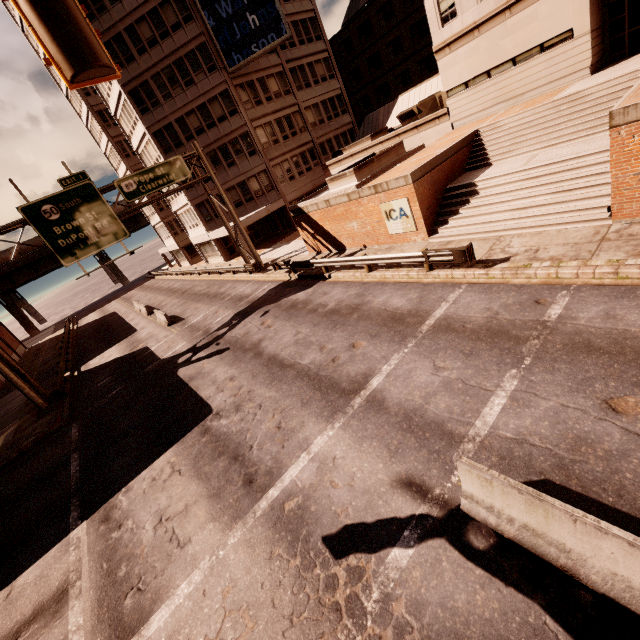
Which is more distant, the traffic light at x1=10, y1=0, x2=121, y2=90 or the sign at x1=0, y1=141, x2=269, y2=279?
the sign at x1=0, y1=141, x2=269, y2=279

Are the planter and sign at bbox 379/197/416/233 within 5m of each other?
yes

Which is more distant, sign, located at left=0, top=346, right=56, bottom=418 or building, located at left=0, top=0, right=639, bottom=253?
sign, located at left=0, top=346, right=56, bottom=418

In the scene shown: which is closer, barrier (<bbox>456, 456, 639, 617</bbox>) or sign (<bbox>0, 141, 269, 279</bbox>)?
barrier (<bbox>456, 456, 639, 617</bbox>)

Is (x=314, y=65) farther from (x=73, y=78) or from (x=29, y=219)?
(x=73, y=78)

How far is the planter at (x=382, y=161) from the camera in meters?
18.6

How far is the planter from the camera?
18.6 meters

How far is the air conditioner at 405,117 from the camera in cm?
2352
